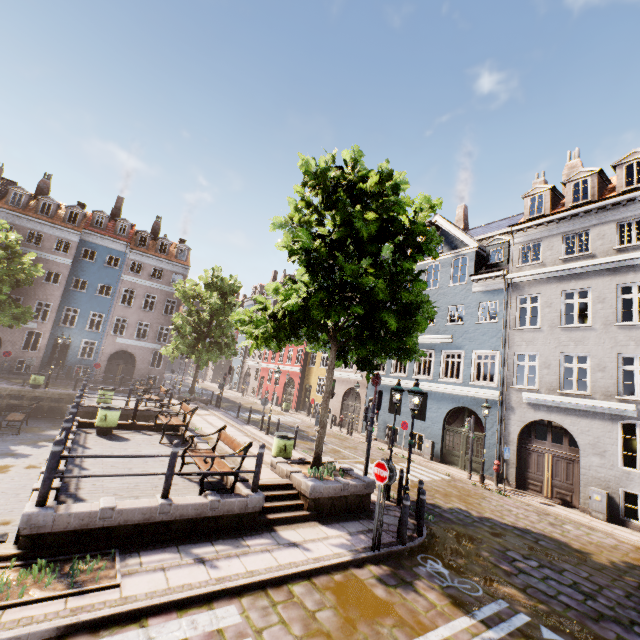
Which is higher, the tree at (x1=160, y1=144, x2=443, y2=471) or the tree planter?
the tree at (x1=160, y1=144, x2=443, y2=471)

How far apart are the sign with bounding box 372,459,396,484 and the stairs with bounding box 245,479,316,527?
2.15m

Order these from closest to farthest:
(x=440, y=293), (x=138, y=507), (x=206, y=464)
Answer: (x=138, y=507) < (x=206, y=464) < (x=440, y=293)

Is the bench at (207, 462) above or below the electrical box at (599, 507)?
above

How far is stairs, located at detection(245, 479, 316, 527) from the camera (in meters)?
7.75

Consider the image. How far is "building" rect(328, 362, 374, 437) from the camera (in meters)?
24.17

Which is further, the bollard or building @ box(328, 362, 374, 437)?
building @ box(328, 362, 374, 437)

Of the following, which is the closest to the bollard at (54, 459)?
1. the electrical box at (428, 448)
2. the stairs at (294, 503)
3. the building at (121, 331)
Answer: the stairs at (294, 503)
